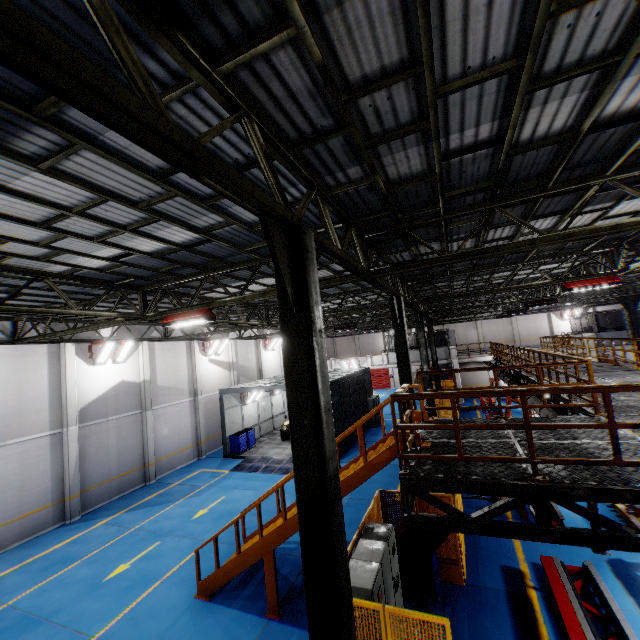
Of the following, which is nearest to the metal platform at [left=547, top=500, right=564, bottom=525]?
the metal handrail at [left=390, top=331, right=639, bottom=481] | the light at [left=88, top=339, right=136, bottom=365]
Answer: the metal handrail at [left=390, top=331, right=639, bottom=481]

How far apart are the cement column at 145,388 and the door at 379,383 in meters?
31.9 m

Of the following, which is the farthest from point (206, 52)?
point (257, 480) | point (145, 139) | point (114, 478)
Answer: point (114, 478)

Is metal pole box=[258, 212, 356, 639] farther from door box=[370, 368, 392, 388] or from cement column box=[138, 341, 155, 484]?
door box=[370, 368, 392, 388]

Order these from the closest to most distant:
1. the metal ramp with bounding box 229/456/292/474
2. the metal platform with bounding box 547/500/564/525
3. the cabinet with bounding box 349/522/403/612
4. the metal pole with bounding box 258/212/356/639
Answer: the metal pole with bounding box 258/212/356/639, the cabinet with bounding box 349/522/403/612, the metal platform with bounding box 547/500/564/525, the metal ramp with bounding box 229/456/292/474

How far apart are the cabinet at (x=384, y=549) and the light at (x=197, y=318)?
6.81m

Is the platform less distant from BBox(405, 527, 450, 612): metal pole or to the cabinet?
BBox(405, 527, 450, 612): metal pole

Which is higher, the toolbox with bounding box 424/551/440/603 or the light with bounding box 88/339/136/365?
the light with bounding box 88/339/136/365
